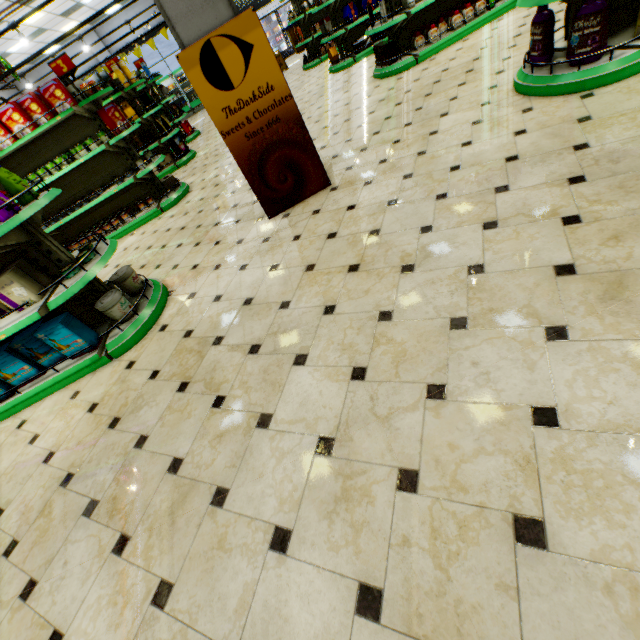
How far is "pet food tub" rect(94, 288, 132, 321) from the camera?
3.1 meters

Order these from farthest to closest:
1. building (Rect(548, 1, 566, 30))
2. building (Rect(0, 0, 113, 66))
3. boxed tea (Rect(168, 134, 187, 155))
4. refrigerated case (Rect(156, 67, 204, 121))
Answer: refrigerated case (Rect(156, 67, 204, 121)) → building (Rect(0, 0, 113, 66)) → boxed tea (Rect(168, 134, 187, 155)) → building (Rect(548, 1, 566, 30))

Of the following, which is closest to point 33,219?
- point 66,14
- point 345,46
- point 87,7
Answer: point 345,46

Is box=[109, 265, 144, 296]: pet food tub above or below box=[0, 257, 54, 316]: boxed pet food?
below

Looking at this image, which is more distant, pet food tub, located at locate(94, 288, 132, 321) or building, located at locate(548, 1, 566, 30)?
building, located at locate(548, 1, 566, 30)

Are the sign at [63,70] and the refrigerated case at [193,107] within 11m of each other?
no

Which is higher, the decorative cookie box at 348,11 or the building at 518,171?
the decorative cookie box at 348,11

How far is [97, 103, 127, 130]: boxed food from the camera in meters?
5.3
